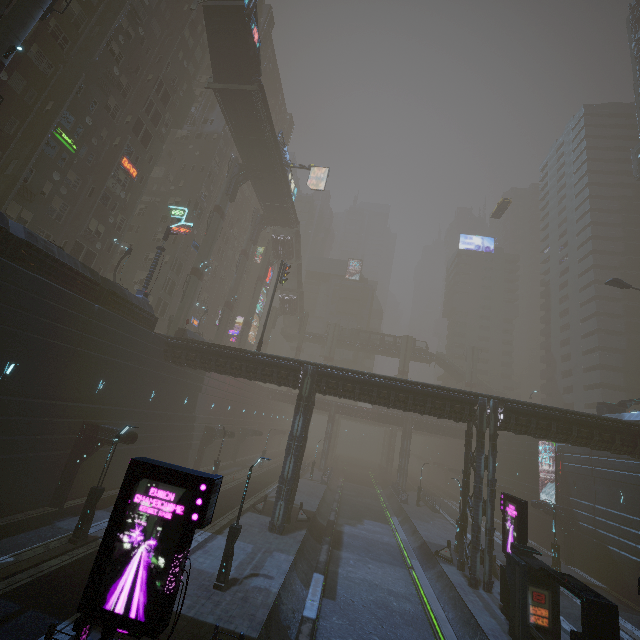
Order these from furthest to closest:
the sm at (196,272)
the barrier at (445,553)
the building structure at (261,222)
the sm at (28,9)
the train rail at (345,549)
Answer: the building structure at (261,222), the sm at (196,272), the barrier at (445,553), the sm at (28,9), the train rail at (345,549)

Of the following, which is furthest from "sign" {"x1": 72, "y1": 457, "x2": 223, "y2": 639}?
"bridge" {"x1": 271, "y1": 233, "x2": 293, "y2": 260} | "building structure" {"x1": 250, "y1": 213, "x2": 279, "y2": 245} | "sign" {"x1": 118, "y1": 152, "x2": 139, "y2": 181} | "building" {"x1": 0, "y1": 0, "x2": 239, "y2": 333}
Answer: "bridge" {"x1": 271, "y1": 233, "x2": 293, "y2": 260}

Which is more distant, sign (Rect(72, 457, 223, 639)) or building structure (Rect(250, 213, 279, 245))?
building structure (Rect(250, 213, 279, 245))

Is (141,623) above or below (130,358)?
below

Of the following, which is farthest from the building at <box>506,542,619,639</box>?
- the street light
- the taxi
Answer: the taxi

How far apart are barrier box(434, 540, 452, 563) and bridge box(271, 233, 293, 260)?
46.18m

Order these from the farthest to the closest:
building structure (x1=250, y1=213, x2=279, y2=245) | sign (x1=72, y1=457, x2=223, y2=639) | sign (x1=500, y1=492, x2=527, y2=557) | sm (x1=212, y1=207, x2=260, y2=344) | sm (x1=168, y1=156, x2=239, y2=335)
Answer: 1. building structure (x1=250, y1=213, x2=279, y2=245)
2. sm (x1=212, y1=207, x2=260, y2=344)
3. sm (x1=168, y1=156, x2=239, y2=335)
4. sign (x1=500, y1=492, x2=527, y2=557)
5. sign (x1=72, y1=457, x2=223, y2=639)

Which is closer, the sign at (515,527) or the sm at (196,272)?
the sign at (515,527)
